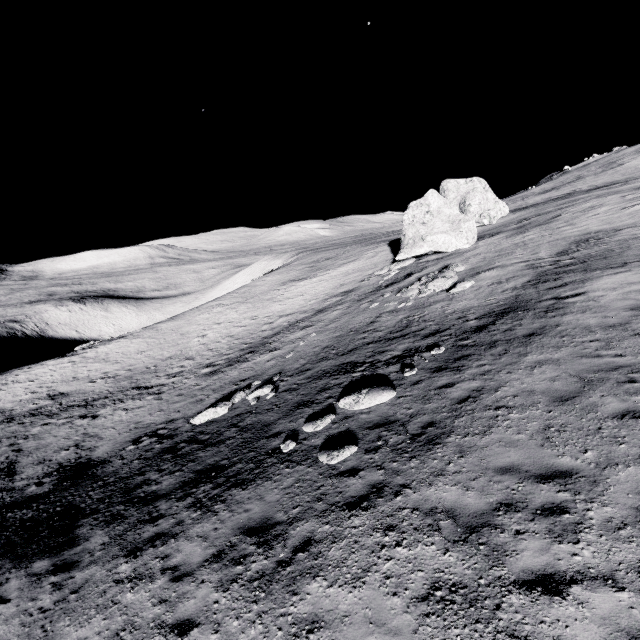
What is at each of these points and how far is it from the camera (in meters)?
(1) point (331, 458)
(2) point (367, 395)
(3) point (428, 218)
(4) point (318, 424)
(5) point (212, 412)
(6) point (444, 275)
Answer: (1) stone, 8.42
(2) stone, 10.73
(3) stone, 30.84
(4) stone, 10.46
(5) stone, 15.61
(6) stone, 20.70

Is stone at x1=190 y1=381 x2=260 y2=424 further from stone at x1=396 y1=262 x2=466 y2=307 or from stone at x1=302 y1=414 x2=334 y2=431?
stone at x1=396 y1=262 x2=466 y2=307

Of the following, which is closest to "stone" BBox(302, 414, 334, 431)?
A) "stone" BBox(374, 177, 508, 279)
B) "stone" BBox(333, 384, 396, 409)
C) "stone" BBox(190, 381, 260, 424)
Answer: "stone" BBox(333, 384, 396, 409)

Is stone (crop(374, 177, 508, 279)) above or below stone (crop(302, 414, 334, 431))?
above

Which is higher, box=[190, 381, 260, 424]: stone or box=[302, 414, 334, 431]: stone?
box=[302, 414, 334, 431]: stone

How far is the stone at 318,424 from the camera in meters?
10.4

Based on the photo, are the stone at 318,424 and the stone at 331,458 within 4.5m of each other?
yes

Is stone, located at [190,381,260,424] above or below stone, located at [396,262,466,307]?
below
